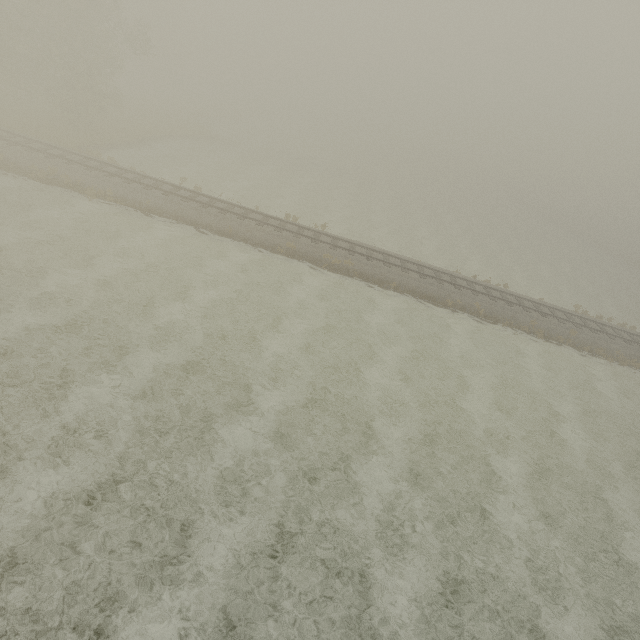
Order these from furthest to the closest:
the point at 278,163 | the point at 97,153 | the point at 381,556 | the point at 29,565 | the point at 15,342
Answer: the point at 278,163, the point at 97,153, the point at 15,342, the point at 381,556, the point at 29,565
